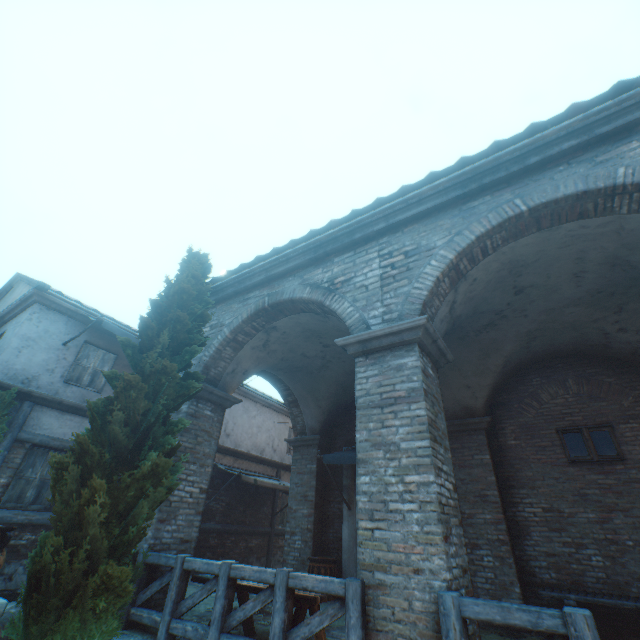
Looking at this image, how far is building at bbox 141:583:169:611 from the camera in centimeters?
528cm

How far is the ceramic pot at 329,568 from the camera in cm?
→ 798

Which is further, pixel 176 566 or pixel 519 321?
pixel 519 321

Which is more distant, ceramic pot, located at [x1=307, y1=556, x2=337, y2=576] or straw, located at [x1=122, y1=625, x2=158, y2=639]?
ceramic pot, located at [x1=307, y1=556, x2=337, y2=576]

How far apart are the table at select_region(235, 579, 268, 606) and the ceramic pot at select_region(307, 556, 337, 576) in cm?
320

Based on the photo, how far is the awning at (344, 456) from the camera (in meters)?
8.06

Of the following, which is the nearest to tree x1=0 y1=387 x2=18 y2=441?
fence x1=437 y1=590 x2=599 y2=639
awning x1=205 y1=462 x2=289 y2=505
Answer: awning x1=205 y1=462 x2=289 y2=505
